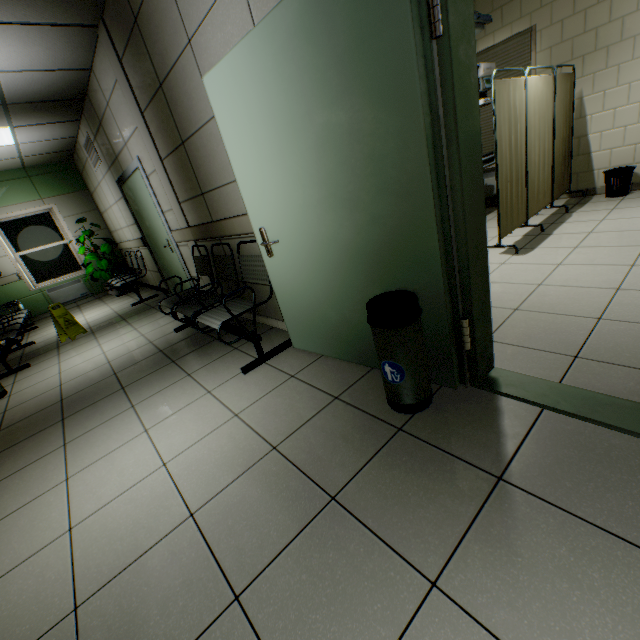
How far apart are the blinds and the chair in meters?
5.1 m

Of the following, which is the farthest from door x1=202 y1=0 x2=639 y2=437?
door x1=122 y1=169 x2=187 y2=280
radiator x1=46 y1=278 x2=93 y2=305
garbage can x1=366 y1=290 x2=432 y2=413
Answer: radiator x1=46 y1=278 x2=93 y2=305

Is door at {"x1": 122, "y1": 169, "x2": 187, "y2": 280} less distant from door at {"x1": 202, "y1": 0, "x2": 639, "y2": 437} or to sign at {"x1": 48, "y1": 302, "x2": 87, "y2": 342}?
sign at {"x1": 48, "y1": 302, "x2": 87, "y2": 342}

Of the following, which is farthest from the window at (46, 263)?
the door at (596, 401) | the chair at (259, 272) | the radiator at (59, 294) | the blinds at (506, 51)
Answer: the blinds at (506, 51)

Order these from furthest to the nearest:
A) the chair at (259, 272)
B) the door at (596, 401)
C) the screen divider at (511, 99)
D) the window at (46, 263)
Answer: the window at (46, 263) → the screen divider at (511, 99) → the chair at (259, 272) → the door at (596, 401)

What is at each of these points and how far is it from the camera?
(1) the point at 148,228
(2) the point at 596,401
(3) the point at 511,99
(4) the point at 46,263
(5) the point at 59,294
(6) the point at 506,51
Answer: (1) door, 5.5 meters
(2) door, 1.5 meters
(3) screen divider, 3.3 meters
(4) window, 8.0 meters
(5) radiator, 8.0 meters
(6) blinds, 4.9 meters

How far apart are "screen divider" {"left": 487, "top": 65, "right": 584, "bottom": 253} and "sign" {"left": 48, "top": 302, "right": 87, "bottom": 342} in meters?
6.4 m

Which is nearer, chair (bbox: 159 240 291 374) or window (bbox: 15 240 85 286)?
chair (bbox: 159 240 291 374)
